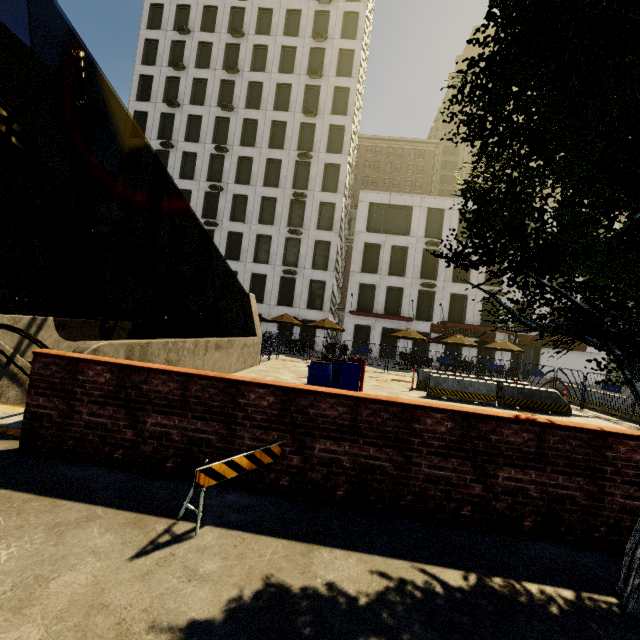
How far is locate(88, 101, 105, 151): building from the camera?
44.0 meters

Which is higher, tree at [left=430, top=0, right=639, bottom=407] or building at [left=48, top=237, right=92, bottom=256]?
building at [left=48, top=237, right=92, bottom=256]

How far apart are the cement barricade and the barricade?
9.4m

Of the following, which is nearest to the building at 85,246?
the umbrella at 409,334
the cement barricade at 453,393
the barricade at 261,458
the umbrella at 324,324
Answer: the umbrella at 409,334

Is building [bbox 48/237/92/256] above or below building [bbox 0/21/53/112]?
below

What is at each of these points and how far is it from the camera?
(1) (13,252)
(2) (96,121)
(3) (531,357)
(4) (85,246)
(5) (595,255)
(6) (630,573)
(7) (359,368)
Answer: (1) building, 36.9m
(2) building, 44.9m
(3) building, 32.4m
(4) building, 46.5m
(5) tree, 2.5m
(6) tree, 2.6m
(7) barrel, 10.2m

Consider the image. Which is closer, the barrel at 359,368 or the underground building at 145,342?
the underground building at 145,342

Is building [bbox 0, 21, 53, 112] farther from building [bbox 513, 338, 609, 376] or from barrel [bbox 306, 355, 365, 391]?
barrel [bbox 306, 355, 365, 391]
